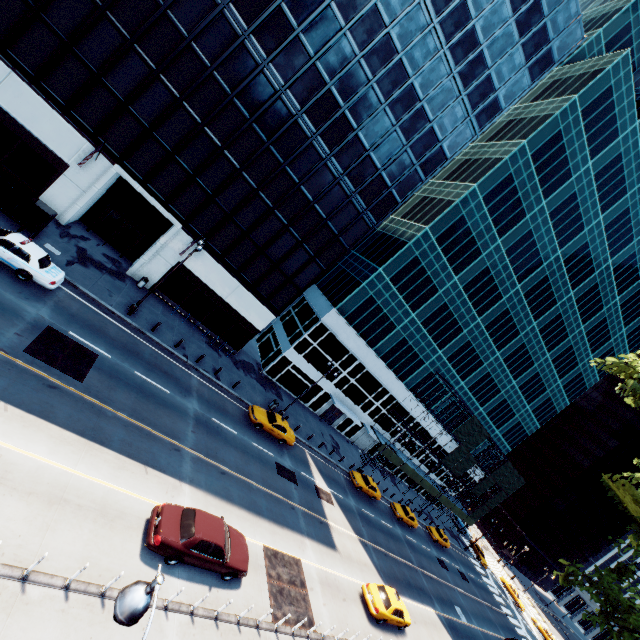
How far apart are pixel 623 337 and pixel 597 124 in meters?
37.3

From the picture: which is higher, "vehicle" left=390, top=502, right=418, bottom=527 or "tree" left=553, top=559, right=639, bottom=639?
"tree" left=553, top=559, right=639, bottom=639

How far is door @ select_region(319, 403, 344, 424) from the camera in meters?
42.0 m

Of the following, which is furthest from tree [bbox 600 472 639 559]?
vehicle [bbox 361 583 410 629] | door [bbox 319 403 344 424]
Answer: door [bbox 319 403 344 424]

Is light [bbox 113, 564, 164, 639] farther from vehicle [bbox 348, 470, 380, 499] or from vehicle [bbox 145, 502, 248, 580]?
vehicle [bbox 348, 470, 380, 499]

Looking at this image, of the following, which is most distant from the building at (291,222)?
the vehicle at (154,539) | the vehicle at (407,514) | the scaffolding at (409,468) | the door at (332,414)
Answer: the vehicle at (407,514)

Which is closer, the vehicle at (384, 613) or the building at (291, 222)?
the vehicle at (384, 613)

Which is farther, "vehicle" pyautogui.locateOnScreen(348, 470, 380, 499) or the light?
"vehicle" pyautogui.locateOnScreen(348, 470, 380, 499)
